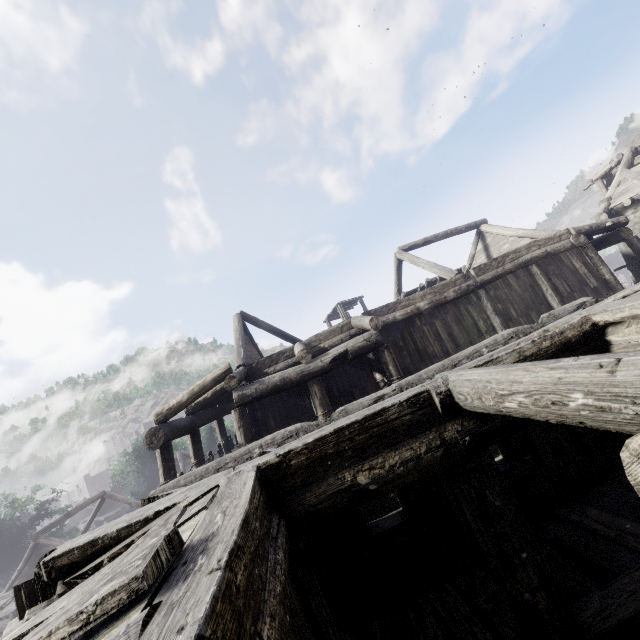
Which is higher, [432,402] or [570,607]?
[432,402]
